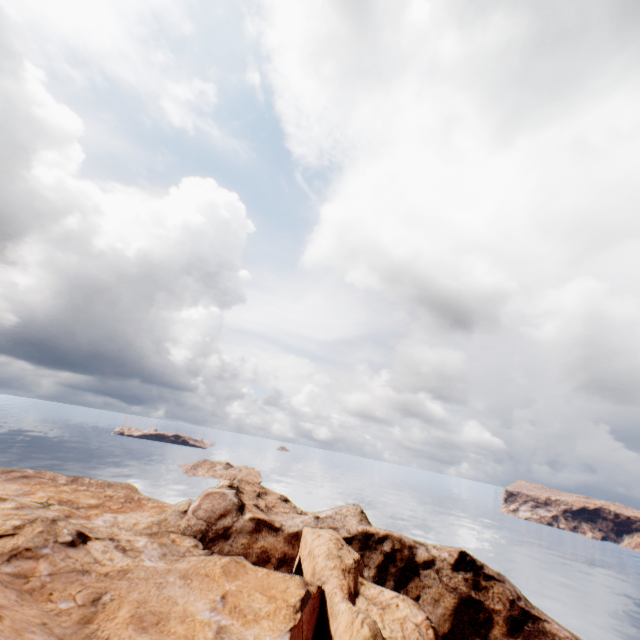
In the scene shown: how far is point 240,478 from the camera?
59.72m
